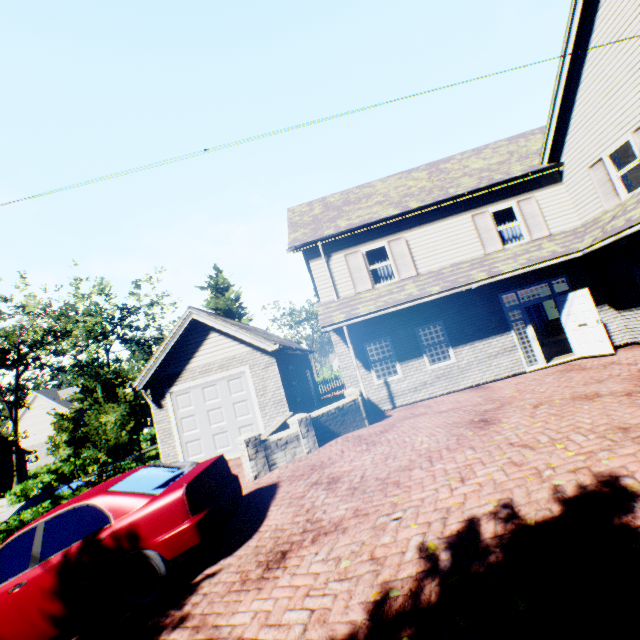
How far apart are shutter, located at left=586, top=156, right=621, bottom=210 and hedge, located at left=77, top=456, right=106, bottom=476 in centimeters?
4183cm

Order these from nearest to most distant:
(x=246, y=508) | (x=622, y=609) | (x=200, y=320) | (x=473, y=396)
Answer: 1. (x=622, y=609)
2. (x=246, y=508)
3. (x=473, y=396)
4. (x=200, y=320)

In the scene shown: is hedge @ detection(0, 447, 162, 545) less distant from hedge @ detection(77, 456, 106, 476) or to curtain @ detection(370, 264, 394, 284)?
curtain @ detection(370, 264, 394, 284)

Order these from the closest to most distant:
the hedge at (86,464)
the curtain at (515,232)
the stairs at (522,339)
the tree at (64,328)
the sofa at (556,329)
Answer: the curtain at (515,232), the stairs at (522,339), the tree at (64,328), the sofa at (556,329), the hedge at (86,464)

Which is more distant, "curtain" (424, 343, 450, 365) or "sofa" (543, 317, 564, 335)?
"sofa" (543, 317, 564, 335)

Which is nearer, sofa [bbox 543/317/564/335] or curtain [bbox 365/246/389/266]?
curtain [bbox 365/246/389/266]

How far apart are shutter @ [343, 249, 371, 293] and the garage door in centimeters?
520cm

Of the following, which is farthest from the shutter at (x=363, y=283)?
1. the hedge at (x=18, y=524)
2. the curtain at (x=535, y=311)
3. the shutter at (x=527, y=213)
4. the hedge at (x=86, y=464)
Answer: the hedge at (x=86, y=464)
